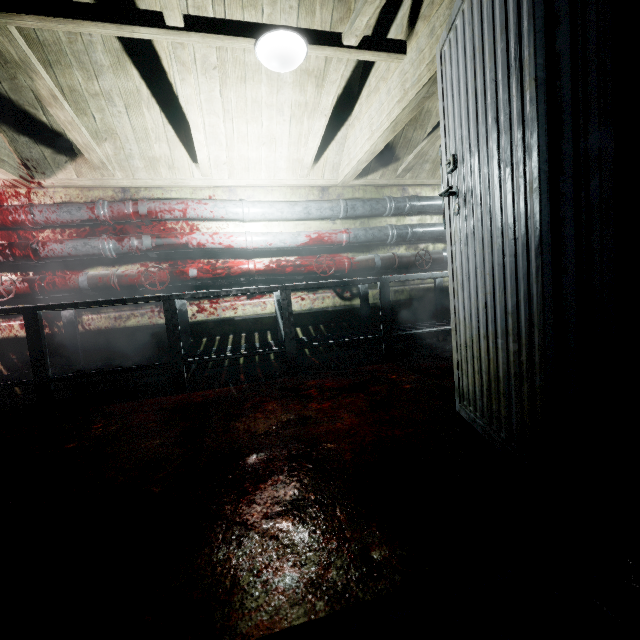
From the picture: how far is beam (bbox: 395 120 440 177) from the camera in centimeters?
316cm

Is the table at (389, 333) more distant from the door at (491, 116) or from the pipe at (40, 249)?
Answer: the door at (491, 116)

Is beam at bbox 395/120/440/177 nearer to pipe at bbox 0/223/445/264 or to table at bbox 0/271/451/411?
pipe at bbox 0/223/445/264

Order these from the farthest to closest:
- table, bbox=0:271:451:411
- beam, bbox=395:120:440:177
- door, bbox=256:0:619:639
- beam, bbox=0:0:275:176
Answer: beam, bbox=395:120:440:177 < table, bbox=0:271:451:411 < beam, bbox=0:0:275:176 < door, bbox=256:0:619:639

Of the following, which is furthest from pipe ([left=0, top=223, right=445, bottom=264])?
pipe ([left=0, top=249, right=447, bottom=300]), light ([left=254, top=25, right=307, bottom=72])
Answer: light ([left=254, top=25, right=307, bottom=72])

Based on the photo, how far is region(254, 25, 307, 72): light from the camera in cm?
186

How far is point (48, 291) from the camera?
3.0 meters

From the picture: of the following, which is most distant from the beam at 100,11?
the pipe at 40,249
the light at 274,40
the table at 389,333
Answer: the table at 389,333
